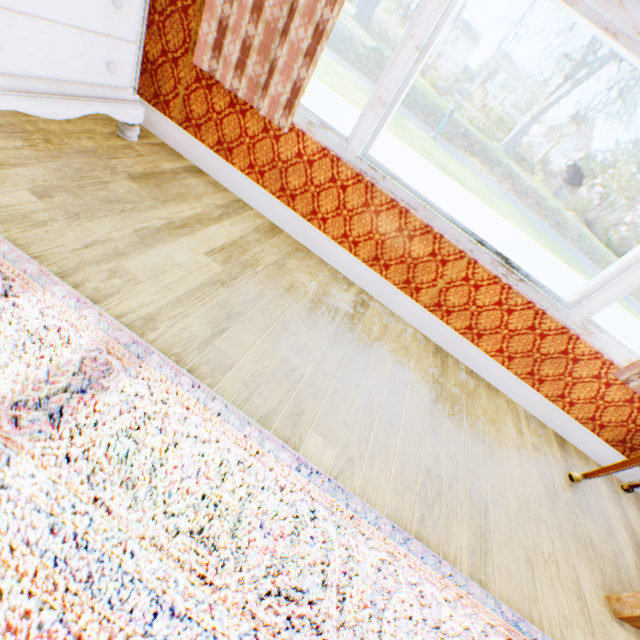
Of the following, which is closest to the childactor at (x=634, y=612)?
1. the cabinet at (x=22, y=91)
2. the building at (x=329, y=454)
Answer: the building at (x=329, y=454)

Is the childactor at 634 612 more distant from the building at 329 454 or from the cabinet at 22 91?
the cabinet at 22 91

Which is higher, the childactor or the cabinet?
the cabinet

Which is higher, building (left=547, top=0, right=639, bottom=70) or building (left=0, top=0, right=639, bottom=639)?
building (left=547, top=0, right=639, bottom=70)

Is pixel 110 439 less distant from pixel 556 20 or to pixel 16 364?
pixel 16 364

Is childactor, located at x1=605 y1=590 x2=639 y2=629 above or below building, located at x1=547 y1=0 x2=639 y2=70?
below

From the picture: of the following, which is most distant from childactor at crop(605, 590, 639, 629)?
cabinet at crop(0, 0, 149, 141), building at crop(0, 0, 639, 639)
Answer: cabinet at crop(0, 0, 149, 141)
